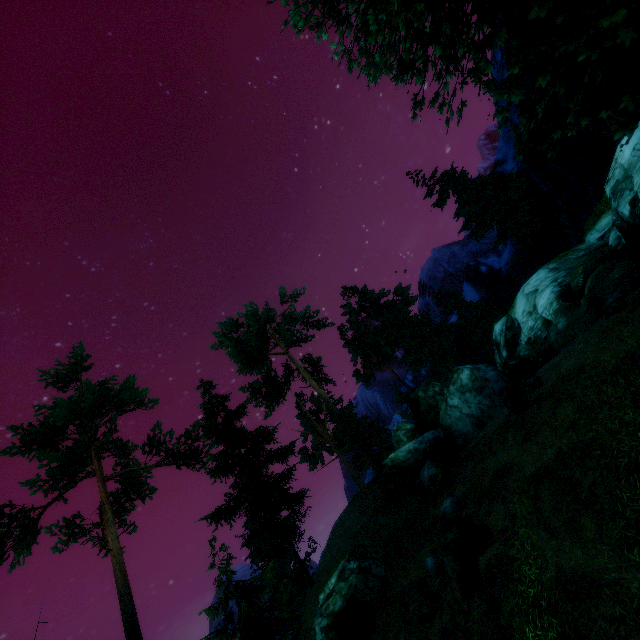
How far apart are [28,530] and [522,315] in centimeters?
4075cm

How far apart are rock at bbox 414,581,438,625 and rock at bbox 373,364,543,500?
8.3m

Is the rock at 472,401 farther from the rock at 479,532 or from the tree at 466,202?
the rock at 479,532

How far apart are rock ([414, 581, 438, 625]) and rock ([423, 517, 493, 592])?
1.19m

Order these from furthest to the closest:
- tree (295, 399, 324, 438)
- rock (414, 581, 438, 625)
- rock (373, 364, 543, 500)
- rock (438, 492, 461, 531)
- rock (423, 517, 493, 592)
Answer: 1. tree (295, 399, 324, 438)
2. rock (373, 364, 543, 500)
3. rock (438, 492, 461, 531)
4. rock (414, 581, 438, 625)
5. rock (423, 517, 493, 592)

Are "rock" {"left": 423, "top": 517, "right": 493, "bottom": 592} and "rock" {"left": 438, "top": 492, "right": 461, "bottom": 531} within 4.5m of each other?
yes

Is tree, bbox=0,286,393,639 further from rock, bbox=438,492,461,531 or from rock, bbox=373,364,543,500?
rock, bbox=438,492,461,531

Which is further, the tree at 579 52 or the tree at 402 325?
the tree at 402 325
